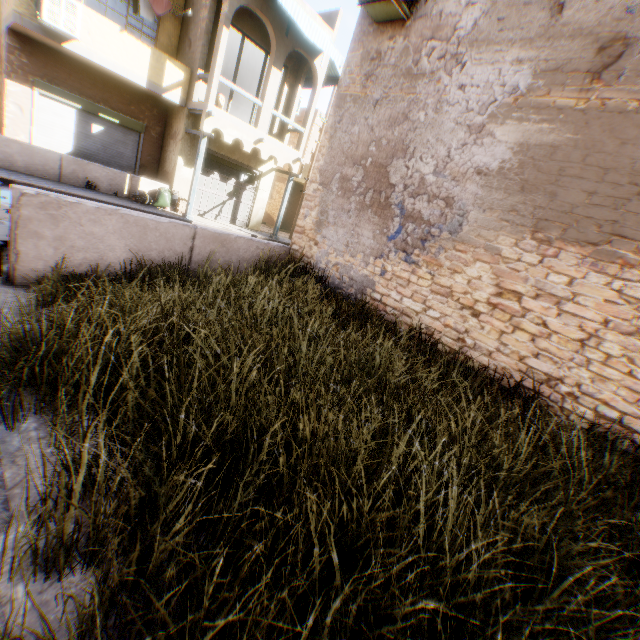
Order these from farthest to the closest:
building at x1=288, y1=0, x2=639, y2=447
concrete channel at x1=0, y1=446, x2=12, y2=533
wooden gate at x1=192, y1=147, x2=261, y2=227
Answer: wooden gate at x1=192, y1=147, x2=261, y2=227 < building at x1=288, y1=0, x2=639, y2=447 < concrete channel at x1=0, y1=446, x2=12, y2=533

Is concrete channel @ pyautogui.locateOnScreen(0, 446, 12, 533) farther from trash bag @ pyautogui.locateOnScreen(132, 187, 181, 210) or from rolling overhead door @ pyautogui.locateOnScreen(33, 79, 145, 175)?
trash bag @ pyautogui.locateOnScreen(132, 187, 181, 210)

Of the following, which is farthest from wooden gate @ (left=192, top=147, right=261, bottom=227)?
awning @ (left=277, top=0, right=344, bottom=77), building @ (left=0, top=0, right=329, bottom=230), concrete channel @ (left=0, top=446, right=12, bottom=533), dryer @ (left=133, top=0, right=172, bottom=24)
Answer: concrete channel @ (left=0, top=446, right=12, bottom=533)

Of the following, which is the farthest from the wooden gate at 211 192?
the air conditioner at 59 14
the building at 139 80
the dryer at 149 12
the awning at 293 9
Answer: the dryer at 149 12

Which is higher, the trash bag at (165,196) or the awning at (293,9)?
the awning at (293,9)

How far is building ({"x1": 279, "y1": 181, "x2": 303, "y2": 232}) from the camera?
21.5m

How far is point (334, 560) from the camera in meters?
1.7

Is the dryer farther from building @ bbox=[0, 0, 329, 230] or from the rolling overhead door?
the rolling overhead door
